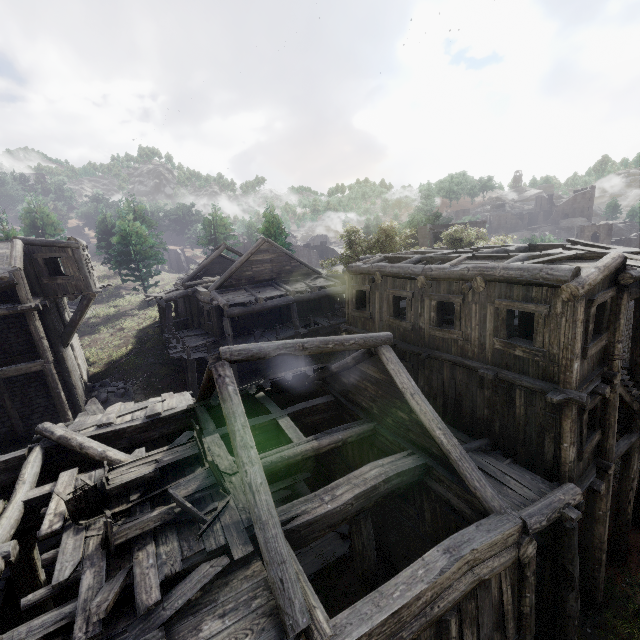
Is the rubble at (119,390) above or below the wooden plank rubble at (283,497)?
above

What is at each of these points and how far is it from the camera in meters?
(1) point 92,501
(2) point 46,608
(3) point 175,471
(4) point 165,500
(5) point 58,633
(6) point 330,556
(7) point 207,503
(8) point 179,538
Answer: (1) broken furniture, 7.1
(2) building, 8.5
(3) wooden plank rubble, 8.2
(4) wooden plank rubble, 7.3
(5) building, 5.0
(6) wooden plank rubble, 11.4
(7) wooden plank rubble, 7.0
(8) wooden plank rubble, 6.3

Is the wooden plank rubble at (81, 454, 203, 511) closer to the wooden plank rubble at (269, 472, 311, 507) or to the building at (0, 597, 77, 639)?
the building at (0, 597, 77, 639)

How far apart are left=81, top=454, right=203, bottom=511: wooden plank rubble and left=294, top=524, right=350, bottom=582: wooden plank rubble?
4.5m

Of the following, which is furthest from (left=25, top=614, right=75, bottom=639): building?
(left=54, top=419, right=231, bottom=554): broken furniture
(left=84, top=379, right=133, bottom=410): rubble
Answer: (left=54, top=419, right=231, bottom=554): broken furniture

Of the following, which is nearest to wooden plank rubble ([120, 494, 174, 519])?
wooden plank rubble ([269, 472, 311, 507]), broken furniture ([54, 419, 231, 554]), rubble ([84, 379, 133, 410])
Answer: broken furniture ([54, 419, 231, 554])

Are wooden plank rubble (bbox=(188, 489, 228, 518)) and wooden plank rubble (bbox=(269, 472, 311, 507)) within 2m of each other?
no

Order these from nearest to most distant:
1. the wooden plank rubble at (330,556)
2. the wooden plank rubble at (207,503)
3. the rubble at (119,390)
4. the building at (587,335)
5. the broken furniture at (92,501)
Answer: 1. the building at (587,335)
2. the broken furniture at (92,501)
3. the wooden plank rubble at (207,503)
4. the wooden plank rubble at (330,556)
5. the rubble at (119,390)
